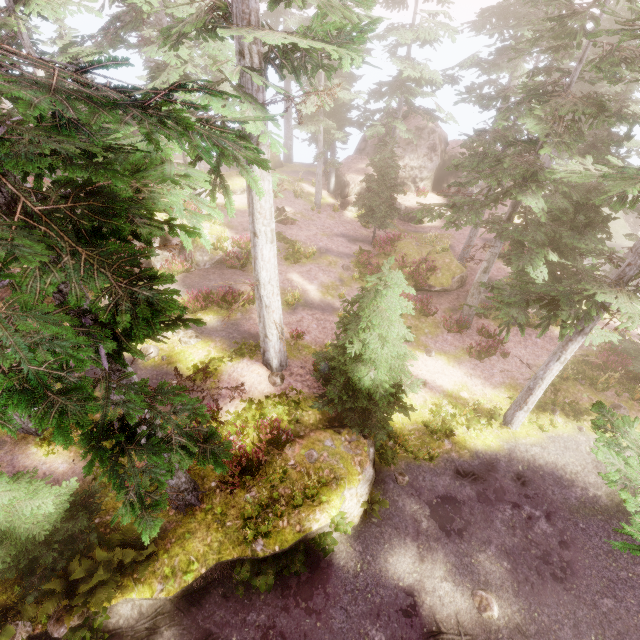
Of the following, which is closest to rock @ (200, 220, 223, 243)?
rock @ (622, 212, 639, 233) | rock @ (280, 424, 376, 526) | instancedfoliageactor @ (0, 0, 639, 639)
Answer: instancedfoliageactor @ (0, 0, 639, 639)

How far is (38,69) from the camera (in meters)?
2.96

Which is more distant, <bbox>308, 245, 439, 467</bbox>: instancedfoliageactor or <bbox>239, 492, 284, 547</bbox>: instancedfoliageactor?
<bbox>308, 245, 439, 467</bbox>: instancedfoliageactor

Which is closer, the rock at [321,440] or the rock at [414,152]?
the rock at [321,440]

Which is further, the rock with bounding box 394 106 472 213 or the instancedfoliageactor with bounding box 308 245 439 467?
the rock with bounding box 394 106 472 213

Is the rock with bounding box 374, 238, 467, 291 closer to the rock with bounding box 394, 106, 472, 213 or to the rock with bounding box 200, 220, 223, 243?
the rock with bounding box 394, 106, 472, 213

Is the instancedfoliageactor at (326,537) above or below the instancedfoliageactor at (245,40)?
below

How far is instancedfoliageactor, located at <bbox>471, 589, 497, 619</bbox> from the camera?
9.30m
